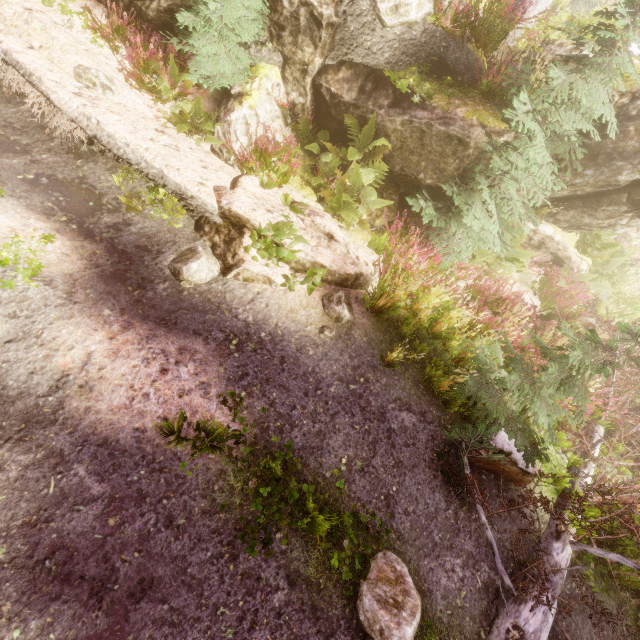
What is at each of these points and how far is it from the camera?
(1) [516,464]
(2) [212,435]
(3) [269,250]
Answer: (1) rock, 4.6 meters
(2) instancedfoliageactor, 3.4 meters
(3) instancedfoliageactor, 4.8 meters

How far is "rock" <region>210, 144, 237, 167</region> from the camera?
6.33m

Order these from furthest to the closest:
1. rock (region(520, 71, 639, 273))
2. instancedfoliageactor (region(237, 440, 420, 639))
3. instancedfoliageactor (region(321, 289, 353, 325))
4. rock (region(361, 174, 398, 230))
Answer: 1. rock (region(361, 174, 398, 230))
2. rock (region(520, 71, 639, 273))
3. instancedfoliageactor (region(321, 289, 353, 325))
4. instancedfoliageactor (region(237, 440, 420, 639))

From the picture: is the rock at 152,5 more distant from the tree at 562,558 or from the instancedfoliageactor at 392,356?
the tree at 562,558

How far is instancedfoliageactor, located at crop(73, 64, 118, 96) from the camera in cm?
511

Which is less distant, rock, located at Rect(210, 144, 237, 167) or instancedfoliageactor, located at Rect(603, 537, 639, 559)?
instancedfoliageactor, located at Rect(603, 537, 639, 559)

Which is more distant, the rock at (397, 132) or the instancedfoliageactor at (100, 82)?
the rock at (397, 132)
